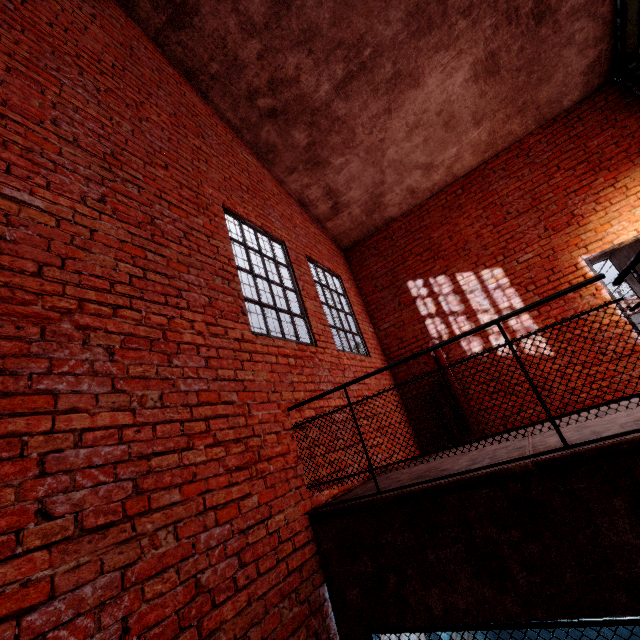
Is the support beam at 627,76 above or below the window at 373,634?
above

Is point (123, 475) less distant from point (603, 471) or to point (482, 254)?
point (603, 471)

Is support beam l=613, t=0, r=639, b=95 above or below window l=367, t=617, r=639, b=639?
above

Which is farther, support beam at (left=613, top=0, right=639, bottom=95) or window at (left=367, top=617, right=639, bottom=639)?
support beam at (left=613, top=0, right=639, bottom=95)

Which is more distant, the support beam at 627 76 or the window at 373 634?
the support beam at 627 76
